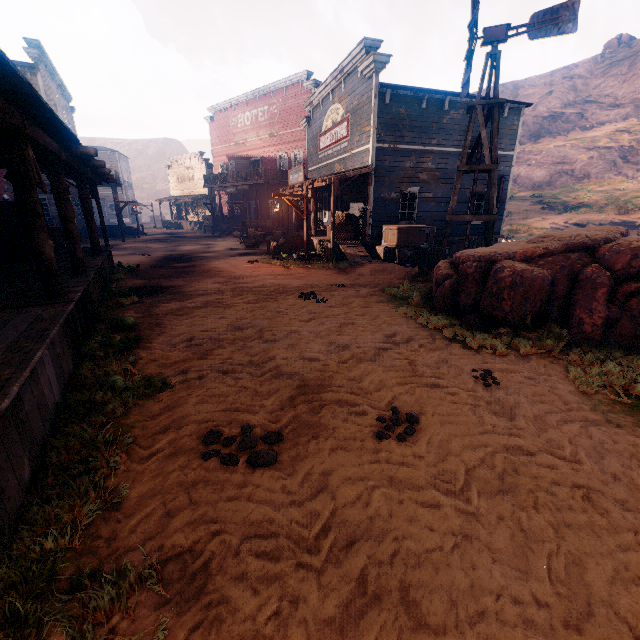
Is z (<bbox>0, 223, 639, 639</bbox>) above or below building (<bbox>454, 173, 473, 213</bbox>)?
below

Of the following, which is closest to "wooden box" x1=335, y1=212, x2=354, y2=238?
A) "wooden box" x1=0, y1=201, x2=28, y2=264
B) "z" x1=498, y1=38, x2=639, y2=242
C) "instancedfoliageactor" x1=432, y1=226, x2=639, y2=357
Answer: "z" x1=498, y1=38, x2=639, y2=242

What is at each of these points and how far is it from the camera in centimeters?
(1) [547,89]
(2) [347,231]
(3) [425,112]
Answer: (1) z, 5966cm
(2) wooden box, 1569cm
(3) building, 1409cm

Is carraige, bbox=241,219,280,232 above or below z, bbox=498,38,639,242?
below

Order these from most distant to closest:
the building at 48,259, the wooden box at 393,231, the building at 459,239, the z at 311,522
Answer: the building at 459,239
the wooden box at 393,231
the building at 48,259
the z at 311,522

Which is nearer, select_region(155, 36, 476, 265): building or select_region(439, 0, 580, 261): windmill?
select_region(439, 0, 580, 261): windmill

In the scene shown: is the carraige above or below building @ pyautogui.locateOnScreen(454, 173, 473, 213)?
below

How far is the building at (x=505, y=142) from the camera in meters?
15.3 m
